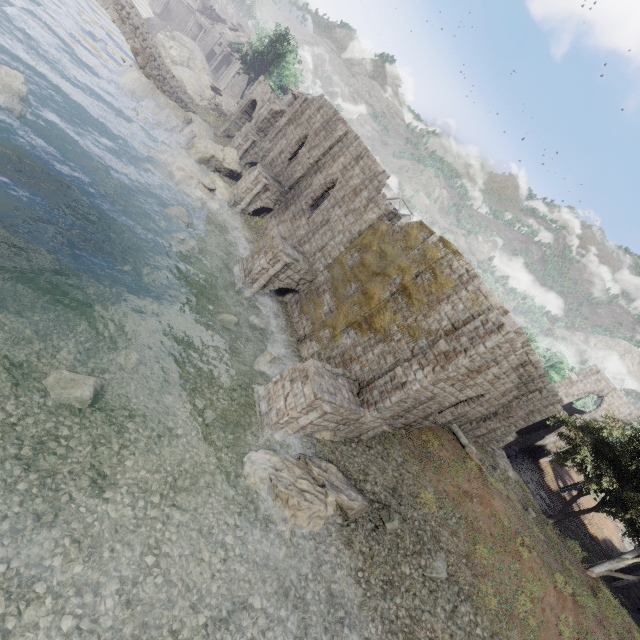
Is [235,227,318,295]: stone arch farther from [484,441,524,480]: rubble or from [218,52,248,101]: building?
[484,441,524,480]: rubble

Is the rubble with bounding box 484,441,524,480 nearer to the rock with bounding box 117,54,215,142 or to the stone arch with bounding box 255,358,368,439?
the stone arch with bounding box 255,358,368,439

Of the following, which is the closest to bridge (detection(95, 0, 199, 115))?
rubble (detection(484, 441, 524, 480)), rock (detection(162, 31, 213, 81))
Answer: rock (detection(162, 31, 213, 81))

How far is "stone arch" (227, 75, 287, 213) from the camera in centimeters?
2491cm

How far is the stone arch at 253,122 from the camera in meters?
24.9 m

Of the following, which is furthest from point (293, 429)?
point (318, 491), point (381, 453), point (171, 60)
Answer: point (171, 60)

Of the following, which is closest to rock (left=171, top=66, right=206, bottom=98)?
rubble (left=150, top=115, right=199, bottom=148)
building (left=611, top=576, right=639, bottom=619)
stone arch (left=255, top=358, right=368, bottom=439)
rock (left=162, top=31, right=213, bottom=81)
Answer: rubble (left=150, top=115, right=199, bottom=148)

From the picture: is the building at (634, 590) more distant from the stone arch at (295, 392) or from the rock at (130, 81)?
the rock at (130, 81)
